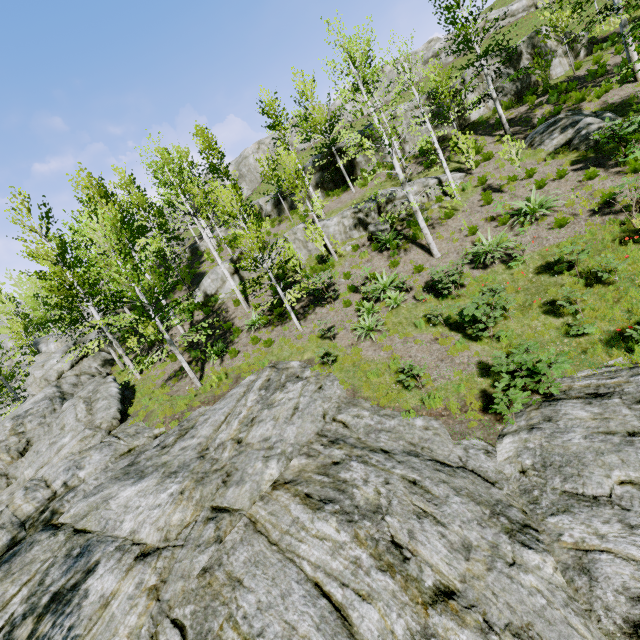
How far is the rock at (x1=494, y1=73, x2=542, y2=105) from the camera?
21.0 meters

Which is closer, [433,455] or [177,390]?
[433,455]

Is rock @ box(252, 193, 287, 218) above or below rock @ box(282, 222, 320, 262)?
above

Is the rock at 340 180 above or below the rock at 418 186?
above

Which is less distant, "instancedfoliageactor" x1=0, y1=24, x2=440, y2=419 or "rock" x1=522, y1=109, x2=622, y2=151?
"instancedfoliageactor" x1=0, y1=24, x2=440, y2=419

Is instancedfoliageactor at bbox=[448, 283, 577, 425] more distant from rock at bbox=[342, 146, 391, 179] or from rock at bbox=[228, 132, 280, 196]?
rock at bbox=[342, 146, 391, 179]

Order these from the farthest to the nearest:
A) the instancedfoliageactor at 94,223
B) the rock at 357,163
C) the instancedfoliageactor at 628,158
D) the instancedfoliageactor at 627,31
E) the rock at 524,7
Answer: the rock at 524,7 → the rock at 357,163 → the instancedfoliageactor at 94,223 → the instancedfoliageactor at 627,31 → the instancedfoliageactor at 628,158
